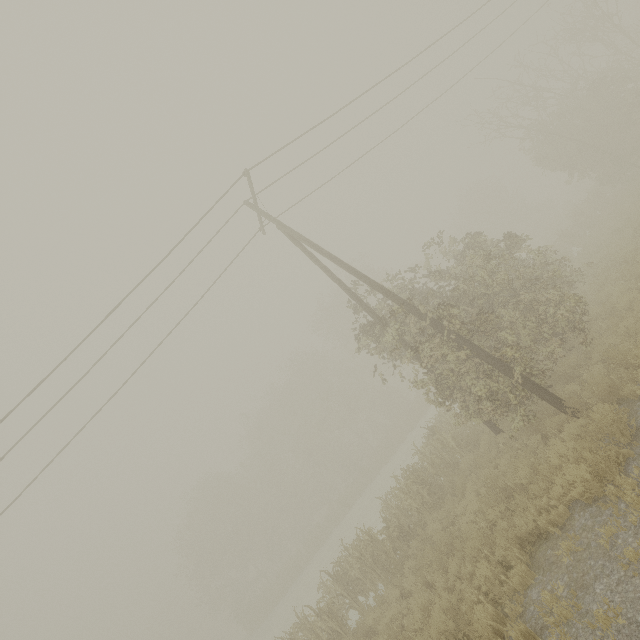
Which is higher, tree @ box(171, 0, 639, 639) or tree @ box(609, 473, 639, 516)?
tree @ box(171, 0, 639, 639)

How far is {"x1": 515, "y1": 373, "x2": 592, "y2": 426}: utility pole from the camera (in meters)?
7.34

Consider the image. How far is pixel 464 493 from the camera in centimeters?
1045cm

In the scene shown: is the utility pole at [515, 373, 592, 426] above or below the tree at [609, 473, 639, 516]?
above

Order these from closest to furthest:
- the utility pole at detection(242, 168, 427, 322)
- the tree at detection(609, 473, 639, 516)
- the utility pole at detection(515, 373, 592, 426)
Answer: the tree at detection(609, 473, 639, 516) < the utility pole at detection(515, 373, 592, 426) < the utility pole at detection(242, 168, 427, 322)

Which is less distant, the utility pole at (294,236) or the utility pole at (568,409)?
the utility pole at (568,409)

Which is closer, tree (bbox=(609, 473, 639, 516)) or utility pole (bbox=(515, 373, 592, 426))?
tree (bbox=(609, 473, 639, 516))

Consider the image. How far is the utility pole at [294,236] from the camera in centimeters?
967cm
